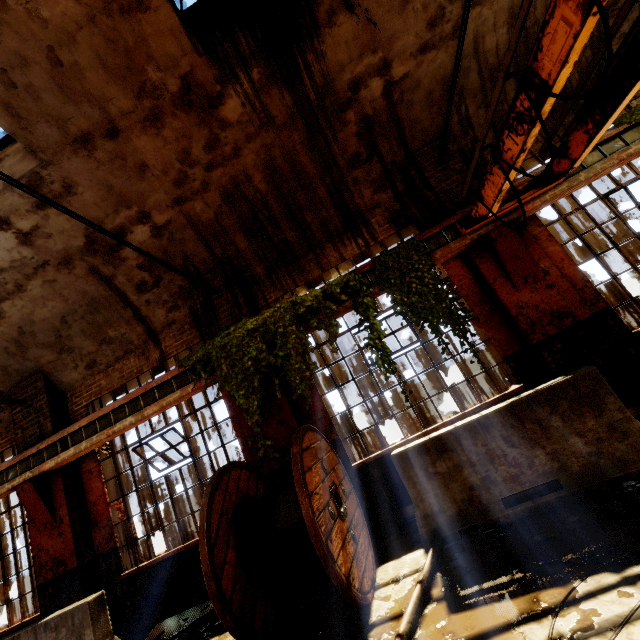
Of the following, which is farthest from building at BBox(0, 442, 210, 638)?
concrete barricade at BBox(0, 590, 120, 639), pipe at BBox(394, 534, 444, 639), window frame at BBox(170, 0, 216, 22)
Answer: pipe at BBox(394, 534, 444, 639)

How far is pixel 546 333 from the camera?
5.0 meters

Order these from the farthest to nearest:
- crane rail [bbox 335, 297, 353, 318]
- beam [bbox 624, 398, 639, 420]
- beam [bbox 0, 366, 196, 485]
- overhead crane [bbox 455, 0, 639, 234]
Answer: beam [bbox 0, 366, 196, 485] < crane rail [bbox 335, 297, 353, 318] < beam [bbox 624, 398, 639, 420] < overhead crane [bbox 455, 0, 639, 234]

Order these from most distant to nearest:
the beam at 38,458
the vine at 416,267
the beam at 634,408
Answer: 1. the beam at 38,458
2. the vine at 416,267
3. the beam at 634,408

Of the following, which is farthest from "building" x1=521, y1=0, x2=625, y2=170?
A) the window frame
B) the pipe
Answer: the pipe

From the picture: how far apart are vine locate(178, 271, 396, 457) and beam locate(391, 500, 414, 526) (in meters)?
1.74

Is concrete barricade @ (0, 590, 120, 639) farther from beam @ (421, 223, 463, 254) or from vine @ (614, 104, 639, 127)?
vine @ (614, 104, 639, 127)

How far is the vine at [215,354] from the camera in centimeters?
523cm
